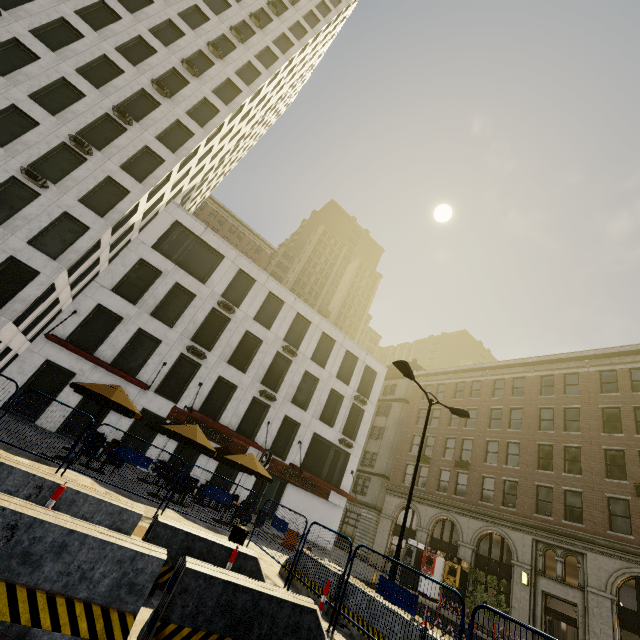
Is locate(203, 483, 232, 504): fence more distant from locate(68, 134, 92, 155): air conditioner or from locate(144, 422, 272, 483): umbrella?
locate(68, 134, 92, 155): air conditioner

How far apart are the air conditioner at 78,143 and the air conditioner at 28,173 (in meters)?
3.15

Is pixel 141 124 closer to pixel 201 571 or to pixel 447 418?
pixel 201 571

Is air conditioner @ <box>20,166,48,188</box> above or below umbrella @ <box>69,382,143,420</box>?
above

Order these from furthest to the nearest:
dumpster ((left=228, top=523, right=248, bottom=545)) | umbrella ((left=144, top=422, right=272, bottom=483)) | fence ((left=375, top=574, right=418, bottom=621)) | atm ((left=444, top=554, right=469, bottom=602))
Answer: atm ((left=444, top=554, right=469, bottom=602))
umbrella ((left=144, top=422, right=272, bottom=483))
dumpster ((left=228, top=523, right=248, bottom=545))
fence ((left=375, top=574, right=418, bottom=621))

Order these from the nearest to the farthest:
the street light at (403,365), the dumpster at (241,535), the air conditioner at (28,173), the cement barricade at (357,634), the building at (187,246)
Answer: the cement barricade at (357,634) < the dumpster at (241,535) < the street light at (403,365) < the air conditioner at (28,173) < the building at (187,246)

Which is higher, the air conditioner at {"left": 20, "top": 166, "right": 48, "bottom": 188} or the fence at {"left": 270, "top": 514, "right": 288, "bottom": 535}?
the air conditioner at {"left": 20, "top": 166, "right": 48, "bottom": 188}

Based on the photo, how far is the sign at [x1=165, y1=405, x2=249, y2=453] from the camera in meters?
20.4
